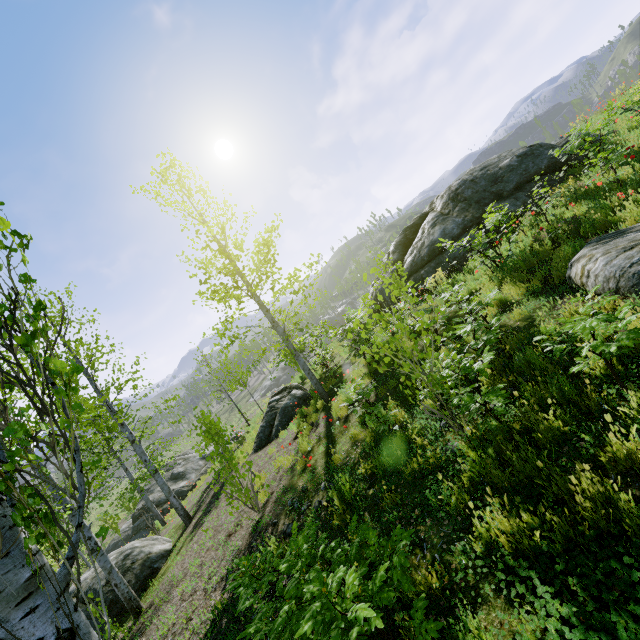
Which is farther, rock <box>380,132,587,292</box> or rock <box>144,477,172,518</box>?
rock <box>144,477,172,518</box>

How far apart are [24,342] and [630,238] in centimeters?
726cm

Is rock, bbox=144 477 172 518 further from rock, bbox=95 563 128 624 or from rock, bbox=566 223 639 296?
rock, bbox=95 563 128 624

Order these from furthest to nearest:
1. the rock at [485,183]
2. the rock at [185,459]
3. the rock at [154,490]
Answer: the rock at [185,459], the rock at [154,490], the rock at [485,183]

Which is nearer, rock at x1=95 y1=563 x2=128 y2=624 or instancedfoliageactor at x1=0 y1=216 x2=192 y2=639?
instancedfoliageactor at x1=0 y1=216 x2=192 y2=639

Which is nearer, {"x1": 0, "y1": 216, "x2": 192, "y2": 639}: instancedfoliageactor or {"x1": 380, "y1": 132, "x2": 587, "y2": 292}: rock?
{"x1": 0, "y1": 216, "x2": 192, "y2": 639}: instancedfoliageactor

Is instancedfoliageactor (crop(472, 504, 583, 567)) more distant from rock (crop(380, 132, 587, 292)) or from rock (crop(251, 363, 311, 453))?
rock (crop(380, 132, 587, 292))

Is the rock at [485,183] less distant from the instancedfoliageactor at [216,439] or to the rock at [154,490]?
the instancedfoliageactor at [216,439]
